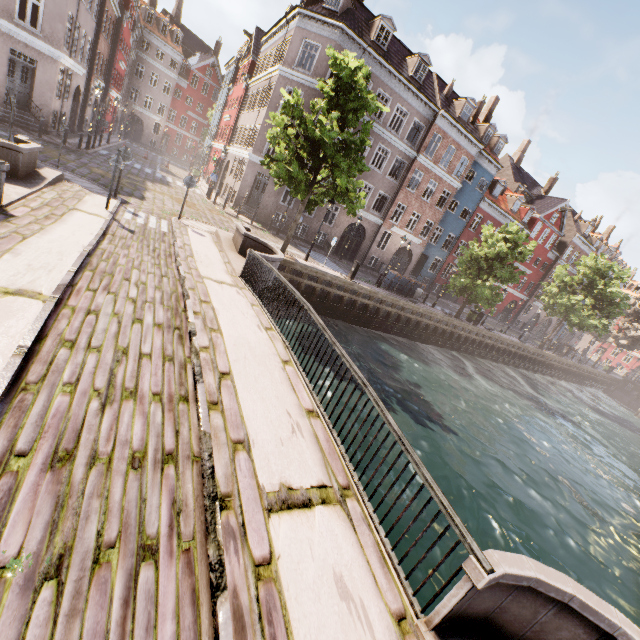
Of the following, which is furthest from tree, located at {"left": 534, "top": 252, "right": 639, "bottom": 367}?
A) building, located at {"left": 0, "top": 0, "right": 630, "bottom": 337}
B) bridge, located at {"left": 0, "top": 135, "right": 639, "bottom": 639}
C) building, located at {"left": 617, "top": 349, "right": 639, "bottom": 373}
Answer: building, located at {"left": 0, "top": 0, "right": 630, "bottom": 337}

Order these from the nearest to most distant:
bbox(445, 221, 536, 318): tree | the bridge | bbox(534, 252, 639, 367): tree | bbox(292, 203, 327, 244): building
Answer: the bridge < bbox(445, 221, 536, 318): tree < bbox(292, 203, 327, 244): building < bbox(534, 252, 639, 367): tree

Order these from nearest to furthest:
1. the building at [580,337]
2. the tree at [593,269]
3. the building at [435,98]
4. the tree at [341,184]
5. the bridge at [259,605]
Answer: the bridge at [259,605] → the tree at [341,184] → the building at [435,98] → the tree at [593,269] → the building at [580,337]

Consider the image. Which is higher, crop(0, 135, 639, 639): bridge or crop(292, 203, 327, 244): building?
crop(292, 203, 327, 244): building

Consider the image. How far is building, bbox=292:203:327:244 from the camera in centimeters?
2633cm

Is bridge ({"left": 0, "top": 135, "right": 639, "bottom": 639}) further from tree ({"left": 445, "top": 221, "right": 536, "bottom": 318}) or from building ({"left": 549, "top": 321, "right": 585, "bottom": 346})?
building ({"left": 549, "top": 321, "right": 585, "bottom": 346})

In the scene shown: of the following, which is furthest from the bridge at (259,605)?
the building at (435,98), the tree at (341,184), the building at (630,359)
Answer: the building at (630,359)

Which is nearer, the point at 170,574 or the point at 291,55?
the point at 170,574
